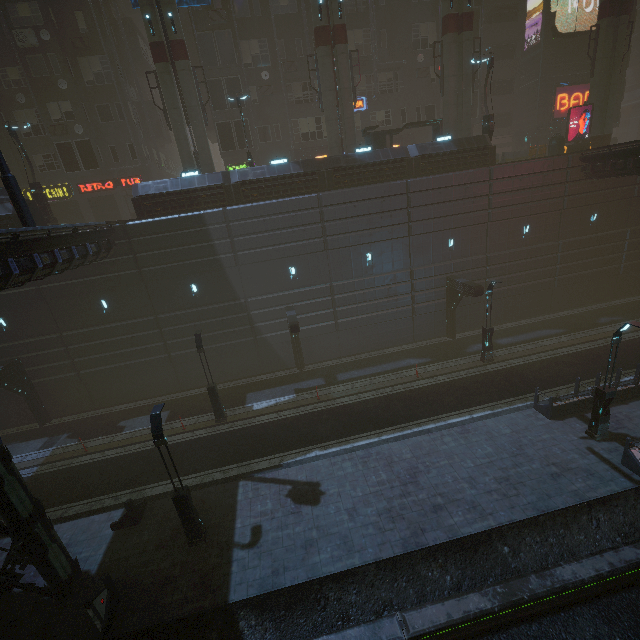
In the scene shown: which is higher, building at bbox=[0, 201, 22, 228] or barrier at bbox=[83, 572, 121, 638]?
building at bbox=[0, 201, 22, 228]

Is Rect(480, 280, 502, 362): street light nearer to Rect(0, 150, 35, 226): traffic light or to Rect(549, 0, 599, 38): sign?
Rect(0, 150, 35, 226): traffic light

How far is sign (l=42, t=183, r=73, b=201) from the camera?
27.3 meters

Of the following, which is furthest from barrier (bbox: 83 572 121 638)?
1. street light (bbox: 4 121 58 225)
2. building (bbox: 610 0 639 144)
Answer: building (bbox: 610 0 639 144)

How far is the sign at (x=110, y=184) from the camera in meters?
27.7 m

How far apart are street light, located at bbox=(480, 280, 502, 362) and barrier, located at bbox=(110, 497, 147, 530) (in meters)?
20.36

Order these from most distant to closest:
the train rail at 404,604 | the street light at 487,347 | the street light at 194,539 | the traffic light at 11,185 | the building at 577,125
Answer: the building at 577,125, the street light at 487,347, the traffic light at 11,185, the street light at 194,539, the train rail at 404,604

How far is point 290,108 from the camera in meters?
28.4 m
